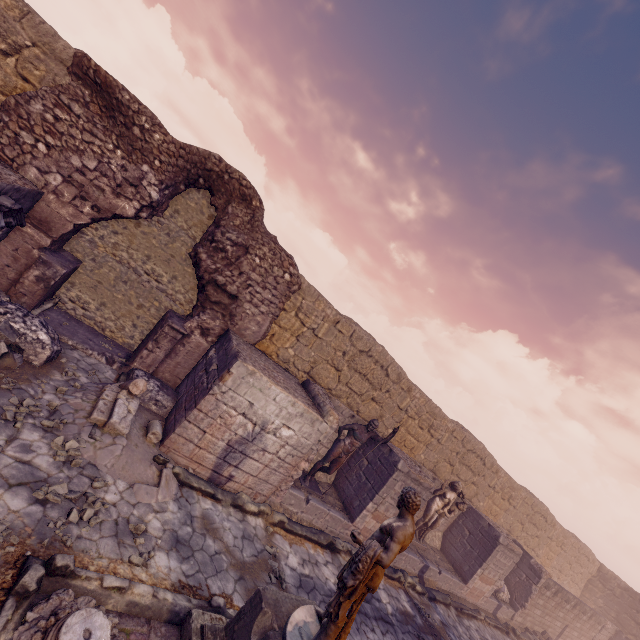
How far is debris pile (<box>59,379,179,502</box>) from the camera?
5.50m

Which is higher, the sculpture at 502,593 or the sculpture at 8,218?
the sculpture at 8,218

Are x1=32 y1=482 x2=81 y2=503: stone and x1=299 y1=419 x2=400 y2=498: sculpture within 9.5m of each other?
yes

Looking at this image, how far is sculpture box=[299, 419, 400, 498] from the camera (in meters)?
9.12

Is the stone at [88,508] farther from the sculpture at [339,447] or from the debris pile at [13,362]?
Result: the sculpture at [339,447]

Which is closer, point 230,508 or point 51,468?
point 51,468

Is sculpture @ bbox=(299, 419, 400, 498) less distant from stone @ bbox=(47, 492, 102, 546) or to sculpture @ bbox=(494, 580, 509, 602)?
stone @ bbox=(47, 492, 102, 546)

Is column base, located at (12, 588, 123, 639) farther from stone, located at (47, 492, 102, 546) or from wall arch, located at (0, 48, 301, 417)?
wall arch, located at (0, 48, 301, 417)
